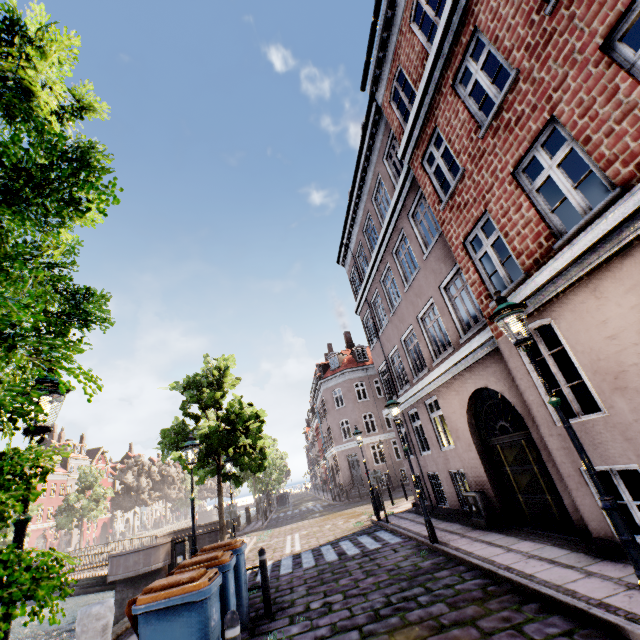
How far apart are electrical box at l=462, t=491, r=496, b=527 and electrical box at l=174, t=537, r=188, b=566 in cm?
901

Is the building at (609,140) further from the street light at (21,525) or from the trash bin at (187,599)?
the trash bin at (187,599)

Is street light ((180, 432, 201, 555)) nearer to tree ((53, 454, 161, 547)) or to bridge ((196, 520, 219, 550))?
tree ((53, 454, 161, 547))

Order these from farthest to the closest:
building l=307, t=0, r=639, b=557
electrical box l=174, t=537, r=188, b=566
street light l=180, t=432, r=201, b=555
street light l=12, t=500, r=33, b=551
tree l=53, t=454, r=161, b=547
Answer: tree l=53, t=454, r=161, b=547 → electrical box l=174, t=537, r=188, b=566 → street light l=180, t=432, r=201, b=555 → building l=307, t=0, r=639, b=557 → street light l=12, t=500, r=33, b=551

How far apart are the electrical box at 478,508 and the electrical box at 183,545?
9.0 meters

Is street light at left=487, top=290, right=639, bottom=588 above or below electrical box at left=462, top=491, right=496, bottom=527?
above

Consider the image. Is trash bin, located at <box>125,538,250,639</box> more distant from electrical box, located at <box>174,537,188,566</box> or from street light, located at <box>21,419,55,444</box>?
electrical box, located at <box>174,537,188,566</box>

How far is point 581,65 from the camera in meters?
4.6 m
